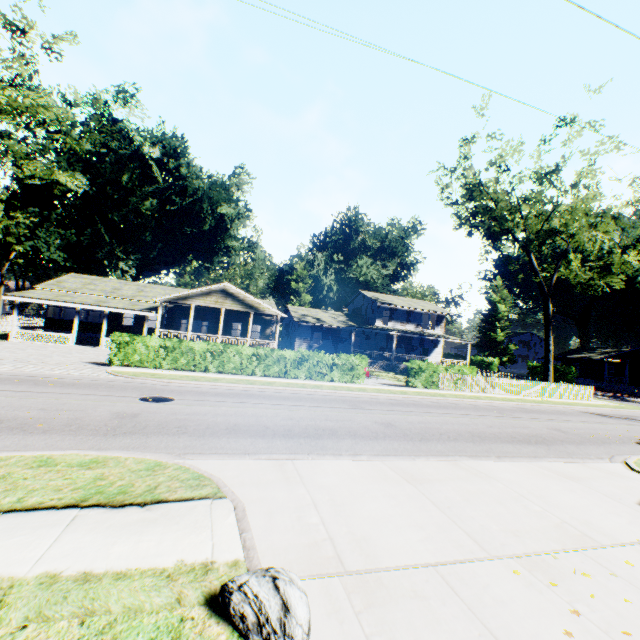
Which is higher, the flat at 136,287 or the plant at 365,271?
the plant at 365,271

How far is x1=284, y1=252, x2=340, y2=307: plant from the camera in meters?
53.9

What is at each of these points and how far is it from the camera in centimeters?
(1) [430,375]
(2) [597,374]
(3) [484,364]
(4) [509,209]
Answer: (1) hedge, 2230cm
(2) house, 5134cm
(3) hedge, 5838cm
(4) tree, 3000cm

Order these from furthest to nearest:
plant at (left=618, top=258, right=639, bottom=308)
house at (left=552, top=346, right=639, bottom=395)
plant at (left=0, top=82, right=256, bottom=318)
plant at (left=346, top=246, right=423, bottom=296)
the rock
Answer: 1. plant at (left=618, top=258, right=639, bottom=308)
2. plant at (left=346, top=246, right=423, bottom=296)
3. plant at (left=0, top=82, right=256, bottom=318)
4. house at (left=552, top=346, right=639, bottom=395)
5. the rock

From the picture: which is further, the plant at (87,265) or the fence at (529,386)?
the plant at (87,265)

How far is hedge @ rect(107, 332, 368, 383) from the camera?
17.23m

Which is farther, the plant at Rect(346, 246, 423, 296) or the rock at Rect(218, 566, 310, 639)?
the plant at Rect(346, 246, 423, 296)
